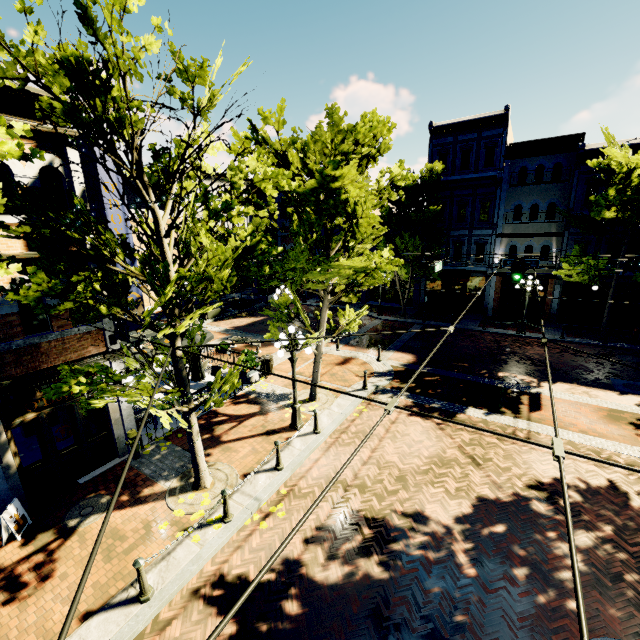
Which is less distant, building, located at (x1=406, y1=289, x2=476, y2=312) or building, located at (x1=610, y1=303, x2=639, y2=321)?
building, located at (x1=610, y1=303, x2=639, y2=321)

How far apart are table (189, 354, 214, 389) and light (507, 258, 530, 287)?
14.6 meters

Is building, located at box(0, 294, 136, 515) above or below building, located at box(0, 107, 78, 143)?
below

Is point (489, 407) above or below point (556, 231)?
below

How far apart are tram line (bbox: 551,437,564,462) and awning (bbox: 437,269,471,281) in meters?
23.7

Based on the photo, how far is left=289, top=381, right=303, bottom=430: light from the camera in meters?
10.9 m

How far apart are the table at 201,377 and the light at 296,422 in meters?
4.0 m

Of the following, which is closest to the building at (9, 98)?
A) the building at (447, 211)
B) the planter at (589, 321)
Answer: the building at (447, 211)
